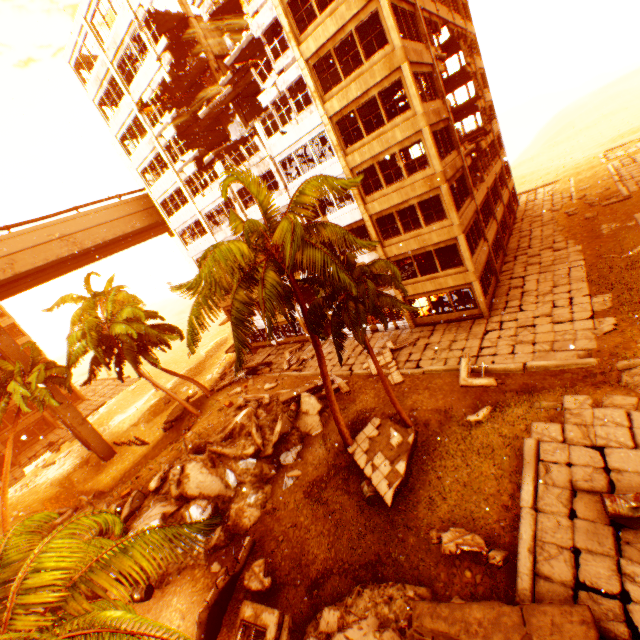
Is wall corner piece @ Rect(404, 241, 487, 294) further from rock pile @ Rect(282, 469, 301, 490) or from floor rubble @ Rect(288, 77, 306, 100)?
floor rubble @ Rect(288, 77, 306, 100)

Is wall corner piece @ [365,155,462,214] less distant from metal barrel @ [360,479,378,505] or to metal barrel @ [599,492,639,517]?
metal barrel @ [599,492,639,517]

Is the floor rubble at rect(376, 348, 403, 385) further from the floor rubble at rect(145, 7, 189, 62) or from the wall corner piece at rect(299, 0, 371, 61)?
the floor rubble at rect(145, 7, 189, 62)

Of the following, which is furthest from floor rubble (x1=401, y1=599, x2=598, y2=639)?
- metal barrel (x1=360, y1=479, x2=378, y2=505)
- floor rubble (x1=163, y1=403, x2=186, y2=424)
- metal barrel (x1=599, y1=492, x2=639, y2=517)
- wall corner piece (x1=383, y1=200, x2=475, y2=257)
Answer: floor rubble (x1=163, y1=403, x2=186, y2=424)

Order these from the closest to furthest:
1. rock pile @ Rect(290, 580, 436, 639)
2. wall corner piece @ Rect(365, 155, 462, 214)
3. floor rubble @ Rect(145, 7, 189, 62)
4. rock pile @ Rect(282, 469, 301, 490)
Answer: rock pile @ Rect(290, 580, 436, 639) → rock pile @ Rect(282, 469, 301, 490) → wall corner piece @ Rect(365, 155, 462, 214) → floor rubble @ Rect(145, 7, 189, 62)

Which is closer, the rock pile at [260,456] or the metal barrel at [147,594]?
the metal barrel at [147,594]

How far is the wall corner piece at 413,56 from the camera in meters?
15.5

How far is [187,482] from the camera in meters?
16.1 m
